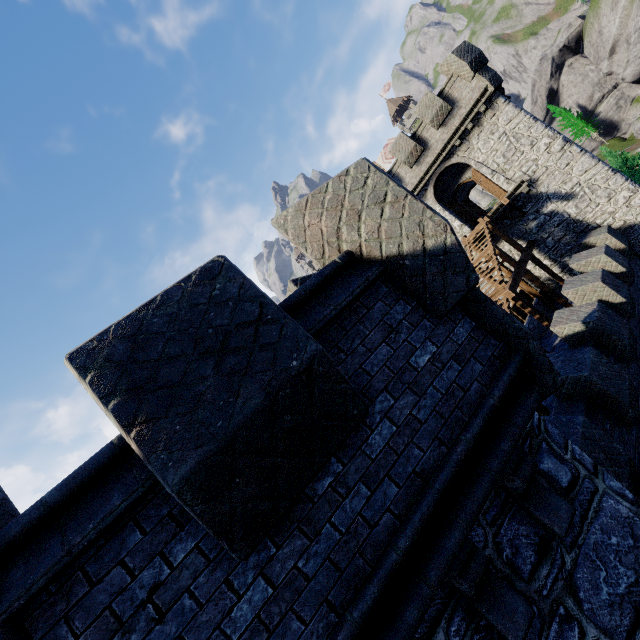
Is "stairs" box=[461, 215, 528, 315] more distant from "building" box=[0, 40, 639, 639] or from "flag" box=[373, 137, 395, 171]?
"flag" box=[373, 137, 395, 171]

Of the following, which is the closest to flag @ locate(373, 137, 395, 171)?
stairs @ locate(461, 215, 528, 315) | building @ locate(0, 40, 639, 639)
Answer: stairs @ locate(461, 215, 528, 315)

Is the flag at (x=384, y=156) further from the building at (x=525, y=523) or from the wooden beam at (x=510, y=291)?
the building at (x=525, y=523)

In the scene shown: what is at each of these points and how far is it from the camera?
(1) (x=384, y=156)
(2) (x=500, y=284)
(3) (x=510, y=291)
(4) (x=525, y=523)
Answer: (1) flag, 29.8 meters
(2) stairs, 14.7 meters
(3) wooden beam, 13.4 meters
(4) building, 3.1 meters

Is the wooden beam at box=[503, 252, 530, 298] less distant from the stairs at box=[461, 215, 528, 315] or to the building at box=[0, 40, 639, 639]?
the stairs at box=[461, 215, 528, 315]

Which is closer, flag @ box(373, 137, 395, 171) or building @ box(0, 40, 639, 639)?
building @ box(0, 40, 639, 639)

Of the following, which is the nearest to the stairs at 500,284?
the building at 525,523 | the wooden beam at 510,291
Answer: the wooden beam at 510,291

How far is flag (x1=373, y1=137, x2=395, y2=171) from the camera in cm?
2907
